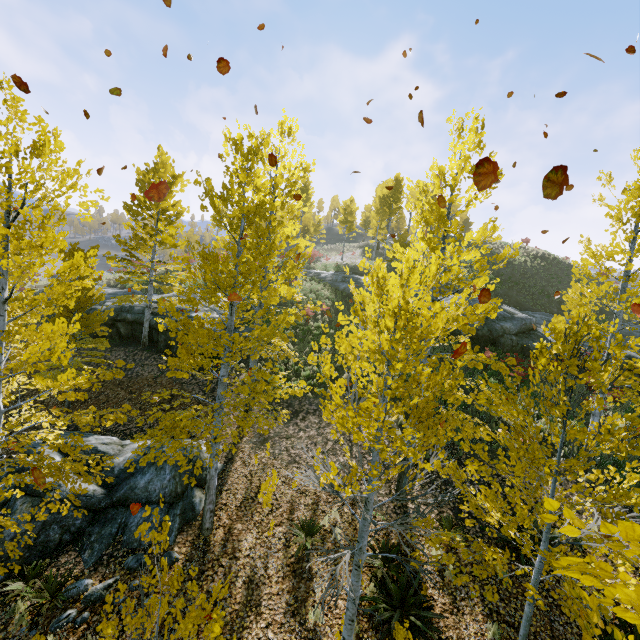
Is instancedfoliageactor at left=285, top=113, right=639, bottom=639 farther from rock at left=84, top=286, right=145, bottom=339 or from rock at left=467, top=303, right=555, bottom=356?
rock at left=467, top=303, right=555, bottom=356

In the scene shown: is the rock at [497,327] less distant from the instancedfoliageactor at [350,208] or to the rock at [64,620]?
the instancedfoliageactor at [350,208]

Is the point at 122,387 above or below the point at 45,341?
below

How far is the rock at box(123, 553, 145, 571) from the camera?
7.3 meters

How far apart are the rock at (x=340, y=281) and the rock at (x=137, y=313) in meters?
12.1

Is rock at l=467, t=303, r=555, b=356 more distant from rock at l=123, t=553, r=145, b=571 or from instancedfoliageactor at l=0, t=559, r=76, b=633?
rock at l=123, t=553, r=145, b=571

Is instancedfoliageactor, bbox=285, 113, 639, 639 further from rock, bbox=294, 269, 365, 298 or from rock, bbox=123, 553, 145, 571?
rock, bbox=294, 269, 365, 298

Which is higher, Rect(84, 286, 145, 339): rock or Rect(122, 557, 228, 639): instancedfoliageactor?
Rect(84, 286, 145, 339): rock
